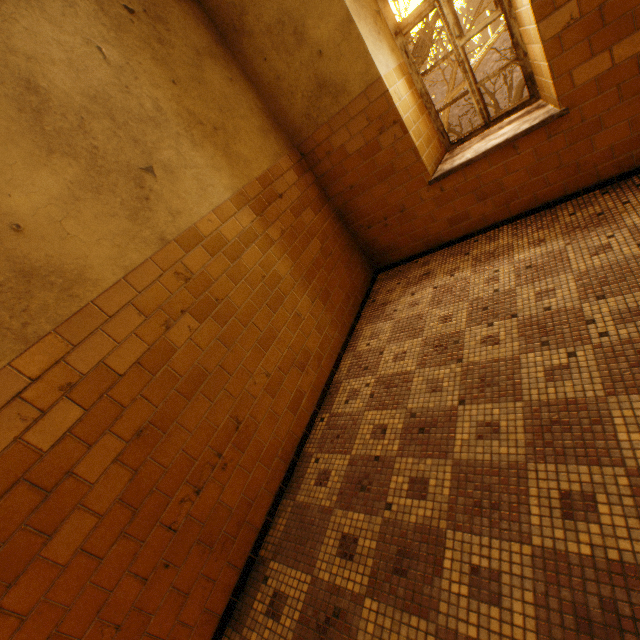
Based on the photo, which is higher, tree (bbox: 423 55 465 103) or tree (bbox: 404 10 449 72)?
tree (bbox: 404 10 449 72)

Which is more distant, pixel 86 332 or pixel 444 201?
pixel 444 201

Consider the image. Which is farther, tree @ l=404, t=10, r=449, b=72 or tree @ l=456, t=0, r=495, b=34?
tree @ l=404, t=10, r=449, b=72

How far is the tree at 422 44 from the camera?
8.6 meters

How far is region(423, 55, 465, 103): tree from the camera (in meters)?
7.79
